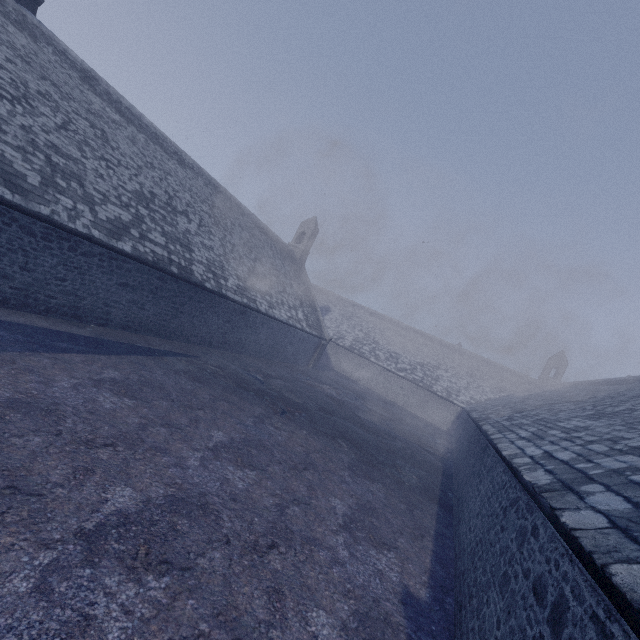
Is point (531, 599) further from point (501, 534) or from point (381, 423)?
point (381, 423)
